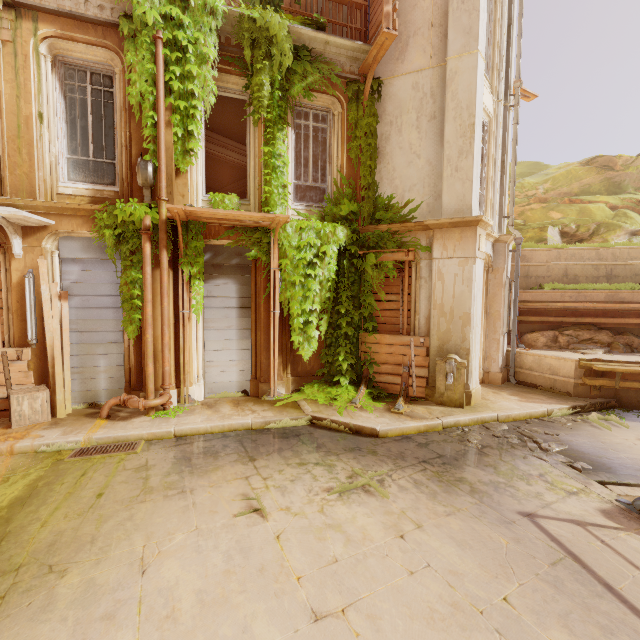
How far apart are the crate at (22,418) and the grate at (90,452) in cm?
143

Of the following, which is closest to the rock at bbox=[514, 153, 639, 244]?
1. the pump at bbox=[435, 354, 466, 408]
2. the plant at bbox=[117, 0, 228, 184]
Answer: the plant at bbox=[117, 0, 228, 184]

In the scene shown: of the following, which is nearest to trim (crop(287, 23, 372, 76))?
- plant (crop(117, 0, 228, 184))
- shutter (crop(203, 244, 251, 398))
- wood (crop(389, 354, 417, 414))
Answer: plant (crop(117, 0, 228, 184))

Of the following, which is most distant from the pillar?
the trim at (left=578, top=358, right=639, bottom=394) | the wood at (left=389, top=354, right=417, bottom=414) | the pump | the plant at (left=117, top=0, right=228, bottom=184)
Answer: the trim at (left=578, top=358, right=639, bottom=394)

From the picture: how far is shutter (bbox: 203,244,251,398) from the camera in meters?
8.1 m

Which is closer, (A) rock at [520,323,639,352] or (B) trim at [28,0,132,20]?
(B) trim at [28,0,132,20]

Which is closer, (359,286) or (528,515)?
(528,515)

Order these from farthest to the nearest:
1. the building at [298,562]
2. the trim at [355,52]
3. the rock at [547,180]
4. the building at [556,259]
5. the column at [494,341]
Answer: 1. the rock at [547,180]
2. the building at [556,259]
3. the column at [494,341]
4. the trim at [355,52]
5. the building at [298,562]
